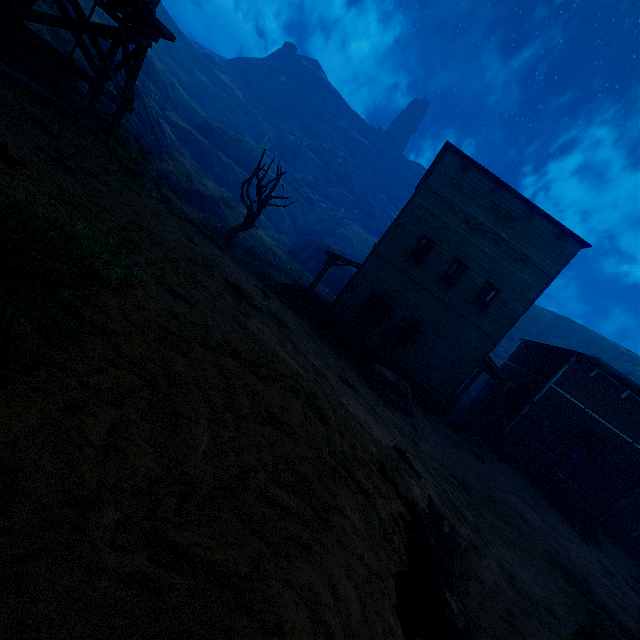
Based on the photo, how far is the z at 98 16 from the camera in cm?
3522

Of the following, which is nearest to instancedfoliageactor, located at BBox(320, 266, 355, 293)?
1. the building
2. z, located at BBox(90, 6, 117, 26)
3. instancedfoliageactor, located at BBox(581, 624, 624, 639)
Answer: z, located at BBox(90, 6, 117, 26)

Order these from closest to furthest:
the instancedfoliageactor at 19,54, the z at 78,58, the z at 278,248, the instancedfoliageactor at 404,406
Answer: the instancedfoliageactor at 19,54, the instancedfoliageactor at 404,406, the z at 78,58, the z at 278,248

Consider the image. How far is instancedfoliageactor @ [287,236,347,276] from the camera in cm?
4528

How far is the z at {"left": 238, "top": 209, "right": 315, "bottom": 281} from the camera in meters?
33.9

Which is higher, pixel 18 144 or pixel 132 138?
pixel 132 138

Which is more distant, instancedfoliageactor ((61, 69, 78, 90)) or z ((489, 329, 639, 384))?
z ((489, 329, 639, 384))

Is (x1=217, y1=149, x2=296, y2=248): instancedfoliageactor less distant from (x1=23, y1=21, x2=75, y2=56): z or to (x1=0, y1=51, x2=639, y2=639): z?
(x1=0, y1=51, x2=639, y2=639): z
